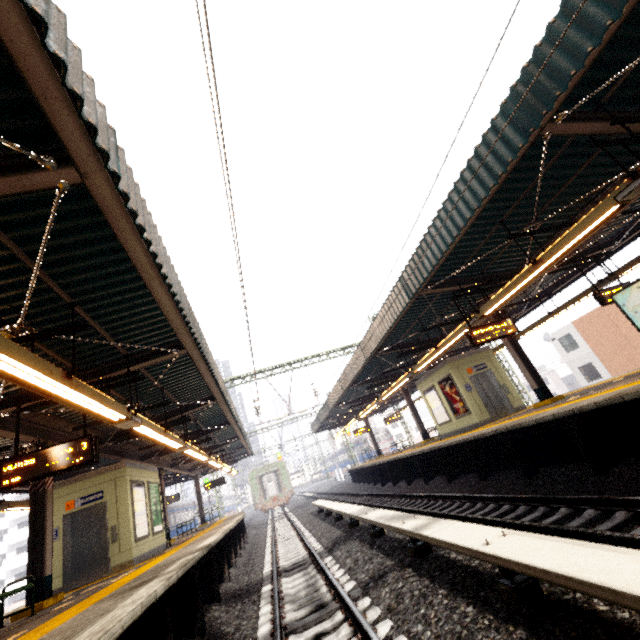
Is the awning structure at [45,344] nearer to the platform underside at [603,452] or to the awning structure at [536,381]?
the awning structure at [536,381]

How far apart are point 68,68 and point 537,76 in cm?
479

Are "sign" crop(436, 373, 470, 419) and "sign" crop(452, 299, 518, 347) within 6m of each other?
yes

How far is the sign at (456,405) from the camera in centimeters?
1350cm

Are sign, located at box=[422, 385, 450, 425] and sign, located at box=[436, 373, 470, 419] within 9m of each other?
yes

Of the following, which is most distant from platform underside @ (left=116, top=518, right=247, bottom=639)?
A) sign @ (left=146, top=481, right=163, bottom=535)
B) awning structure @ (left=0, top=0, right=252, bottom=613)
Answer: sign @ (left=146, top=481, right=163, bottom=535)

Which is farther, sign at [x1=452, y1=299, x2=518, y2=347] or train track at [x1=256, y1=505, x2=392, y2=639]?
sign at [x1=452, y1=299, x2=518, y2=347]

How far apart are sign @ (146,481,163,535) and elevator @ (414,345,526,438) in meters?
12.6 m
